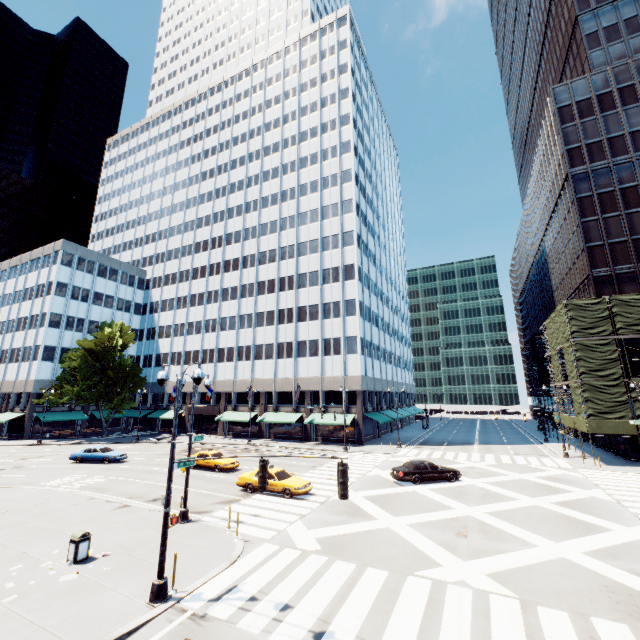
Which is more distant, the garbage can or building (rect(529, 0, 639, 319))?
building (rect(529, 0, 639, 319))

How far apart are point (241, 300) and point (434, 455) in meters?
38.4

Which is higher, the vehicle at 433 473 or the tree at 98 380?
the tree at 98 380

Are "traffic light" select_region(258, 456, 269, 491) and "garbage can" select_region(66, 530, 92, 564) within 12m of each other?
yes

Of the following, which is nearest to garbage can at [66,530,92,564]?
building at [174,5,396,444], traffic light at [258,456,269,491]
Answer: traffic light at [258,456,269,491]

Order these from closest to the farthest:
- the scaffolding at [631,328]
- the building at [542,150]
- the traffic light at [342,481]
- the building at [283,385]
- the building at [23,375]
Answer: the traffic light at [342,481] < the scaffolding at [631,328] < the building at [542,150] < the building at [283,385] < the building at [23,375]

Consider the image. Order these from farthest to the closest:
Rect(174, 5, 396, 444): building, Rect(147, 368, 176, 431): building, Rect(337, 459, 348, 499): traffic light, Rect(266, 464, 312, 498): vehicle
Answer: Rect(147, 368, 176, 431): building < Rect(174, 5, 396, 444): building < Rect(266, 464, 312, 498): vehicle < Rect(337, 459, 348, 499): traffic light

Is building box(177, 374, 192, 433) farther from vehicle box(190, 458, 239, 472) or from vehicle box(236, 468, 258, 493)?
vehicle box(236, 468, 258, 493)
